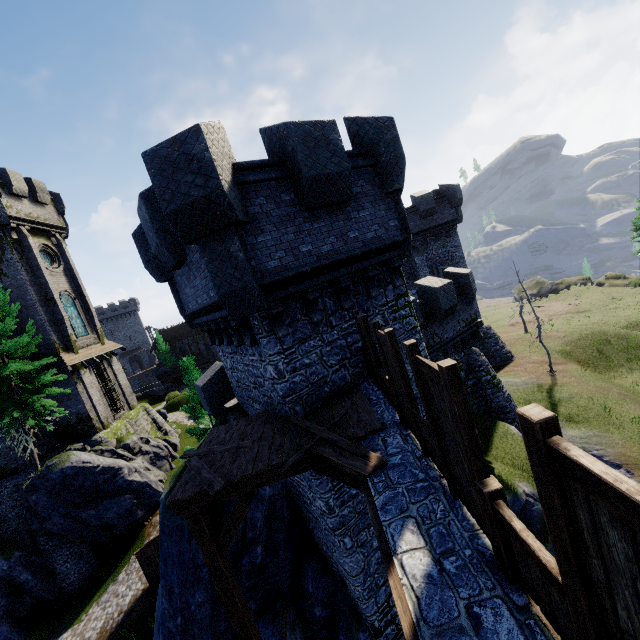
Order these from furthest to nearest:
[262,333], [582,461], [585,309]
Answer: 1. [585,309]
2. [262,333]
3. [582,461]

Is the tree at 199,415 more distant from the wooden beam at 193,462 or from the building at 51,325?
the wooden beam at 193,462

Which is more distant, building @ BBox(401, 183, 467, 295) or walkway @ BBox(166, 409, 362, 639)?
building @ BBox(401, 183, 467, 295)

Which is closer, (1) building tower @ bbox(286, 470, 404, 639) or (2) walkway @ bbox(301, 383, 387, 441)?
(2) walkway @ bbox(301, 383, 387, 441)

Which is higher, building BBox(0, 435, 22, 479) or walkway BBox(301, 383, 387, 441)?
walkway BBox(301, 383, 387, 441)

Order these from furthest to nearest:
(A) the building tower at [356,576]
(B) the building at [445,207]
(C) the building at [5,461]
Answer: (B) the building at [445,207]
(C) the building at [5,461]
(A) the building tower at [356,576]

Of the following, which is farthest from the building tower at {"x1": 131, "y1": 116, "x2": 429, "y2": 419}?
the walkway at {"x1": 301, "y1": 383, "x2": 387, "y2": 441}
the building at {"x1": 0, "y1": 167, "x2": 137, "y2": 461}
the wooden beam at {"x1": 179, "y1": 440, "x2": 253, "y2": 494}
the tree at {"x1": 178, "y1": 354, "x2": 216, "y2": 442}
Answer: the building at {"x1": 0, "y1": 167, "x2": 137, "y2": 461}

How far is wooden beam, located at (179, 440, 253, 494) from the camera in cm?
590
